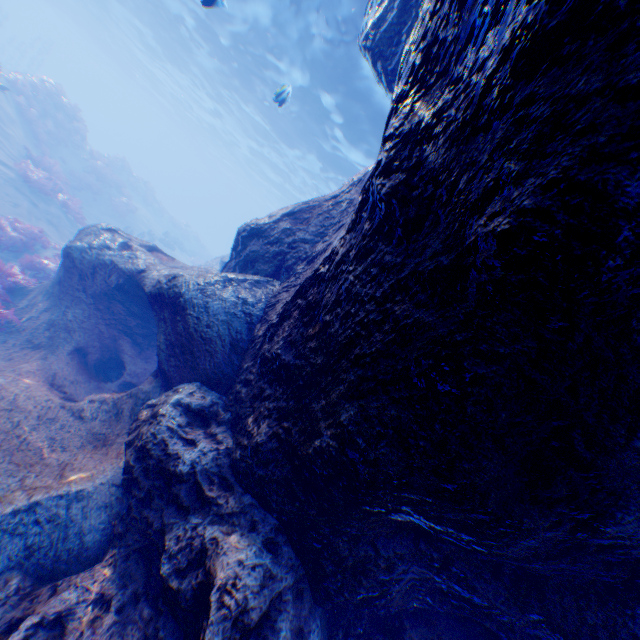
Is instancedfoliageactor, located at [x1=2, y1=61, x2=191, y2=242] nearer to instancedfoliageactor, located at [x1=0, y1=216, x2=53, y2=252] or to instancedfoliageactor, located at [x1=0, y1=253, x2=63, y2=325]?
instancedfoliageactor, located at [x1=0, y1=216, x2=53, y2=252]

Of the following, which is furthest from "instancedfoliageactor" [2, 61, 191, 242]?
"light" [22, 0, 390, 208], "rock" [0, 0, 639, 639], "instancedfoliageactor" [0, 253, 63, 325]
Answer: "instancedfoliageactor" [0, 253, 63, 325]

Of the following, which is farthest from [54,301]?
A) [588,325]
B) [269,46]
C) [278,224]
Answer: [269,46]

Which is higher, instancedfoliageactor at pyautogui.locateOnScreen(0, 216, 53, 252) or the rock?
the rock

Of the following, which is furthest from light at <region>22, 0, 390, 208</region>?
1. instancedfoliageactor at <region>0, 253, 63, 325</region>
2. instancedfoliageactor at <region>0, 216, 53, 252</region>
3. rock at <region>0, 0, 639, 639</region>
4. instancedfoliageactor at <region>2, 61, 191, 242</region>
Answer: instancedfoliageactor at <region>2, 61, 191, 242</region>

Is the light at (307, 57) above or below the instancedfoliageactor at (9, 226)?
above

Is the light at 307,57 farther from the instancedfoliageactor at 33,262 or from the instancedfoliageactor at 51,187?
the instancedfoliageactor at 51,187

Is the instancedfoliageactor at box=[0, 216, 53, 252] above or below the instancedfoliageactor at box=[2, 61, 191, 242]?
below
